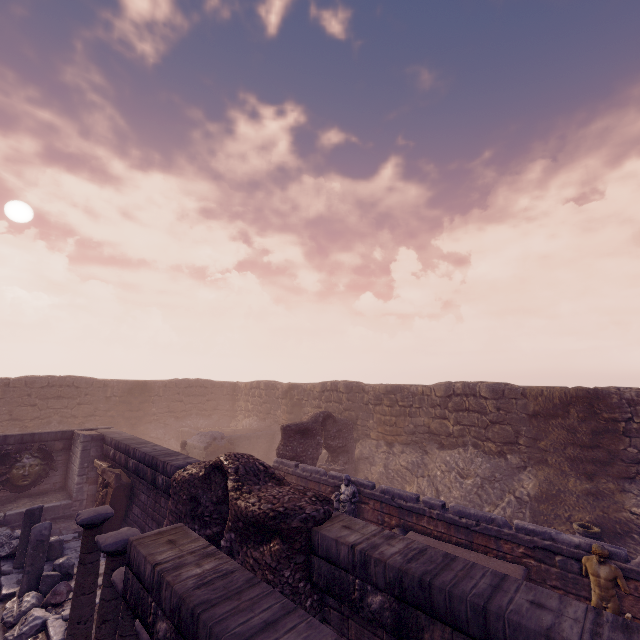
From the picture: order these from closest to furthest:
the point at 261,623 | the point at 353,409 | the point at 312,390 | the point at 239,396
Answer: the point at 261,623
the point at 353,409
the point at 312,390
the point at 239,396

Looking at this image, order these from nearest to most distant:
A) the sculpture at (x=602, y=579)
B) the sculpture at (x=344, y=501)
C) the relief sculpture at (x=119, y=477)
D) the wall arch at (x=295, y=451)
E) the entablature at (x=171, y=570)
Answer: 1. the entablature at (x=171, y=570)
2. the sculpture at (x=602, y=579)
3. the sculpture at (x=344, y=501)
4. the relief sculpture at (x=119, y=477)
5. the wall arch at (x=295, y=451)

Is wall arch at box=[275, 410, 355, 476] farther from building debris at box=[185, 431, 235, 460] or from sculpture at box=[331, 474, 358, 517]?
building debris at box=[185, 431, 235, 460]

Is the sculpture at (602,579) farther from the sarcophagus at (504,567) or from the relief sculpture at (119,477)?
the relief sculpture at (119,477)

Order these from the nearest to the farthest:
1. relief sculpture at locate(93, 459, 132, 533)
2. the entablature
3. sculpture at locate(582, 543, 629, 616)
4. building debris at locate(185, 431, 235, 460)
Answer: the entablature → sculpture at locate(582, 543, 629, 616) → relief sculpture at locate(93, 459, 132, 533) → building debris at locate(185, 431, 235, 460)

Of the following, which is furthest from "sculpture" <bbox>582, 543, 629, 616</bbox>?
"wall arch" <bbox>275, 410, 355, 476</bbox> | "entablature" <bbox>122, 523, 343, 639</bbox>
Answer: "wall arch" <bbox>275, 410, 355, 476</bbox>

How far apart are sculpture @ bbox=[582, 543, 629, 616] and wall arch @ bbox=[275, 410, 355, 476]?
9.5 meters

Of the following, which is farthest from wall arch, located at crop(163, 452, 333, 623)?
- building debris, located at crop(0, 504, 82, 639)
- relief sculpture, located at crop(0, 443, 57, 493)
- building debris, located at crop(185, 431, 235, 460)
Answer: building debris, located at crop(185, 431, 235, 460)
